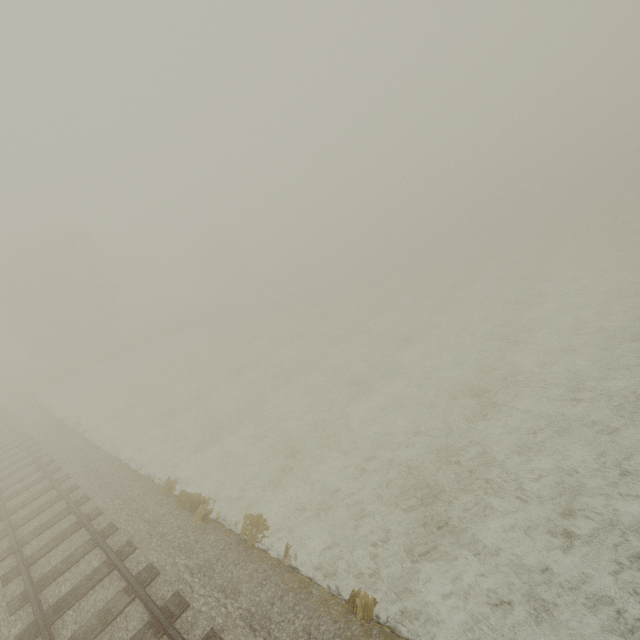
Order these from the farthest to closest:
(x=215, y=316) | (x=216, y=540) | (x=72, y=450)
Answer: (x=215, y=316)
(x=72, y=450)
(x=216, y=540)
